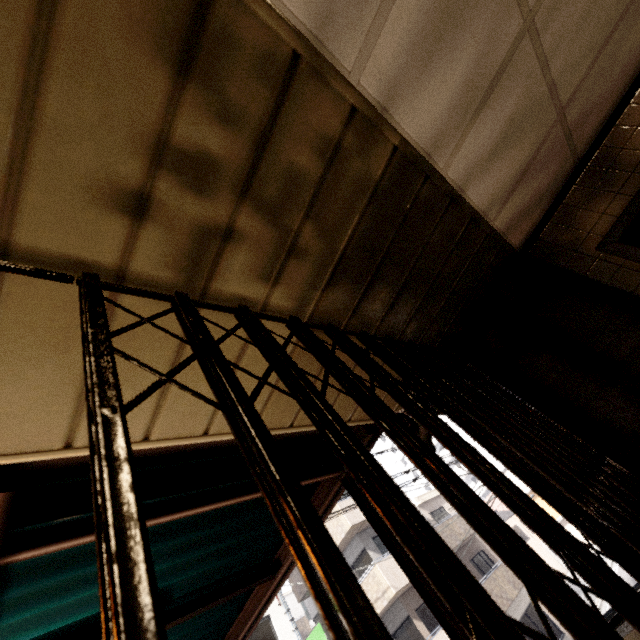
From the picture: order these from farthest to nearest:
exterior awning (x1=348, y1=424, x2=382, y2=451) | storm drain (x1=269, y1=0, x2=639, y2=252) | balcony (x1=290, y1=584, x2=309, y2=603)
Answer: balcony (x1=290, y1=584, x2=309, y2=603)
exterior awning (x1=348, y1=424, x2=382, y2=451)
storm drain (x1=269, y1=0, x2=639, y2=252)

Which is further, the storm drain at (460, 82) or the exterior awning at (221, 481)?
the exterior awning at (221, 481)

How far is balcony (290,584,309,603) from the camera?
16.78m

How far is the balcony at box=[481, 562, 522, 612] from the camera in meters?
15.4 m

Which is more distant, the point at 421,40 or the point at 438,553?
the point at 421,40

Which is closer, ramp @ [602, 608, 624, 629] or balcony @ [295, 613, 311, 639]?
ramp @ [602, 608, 624, 629]

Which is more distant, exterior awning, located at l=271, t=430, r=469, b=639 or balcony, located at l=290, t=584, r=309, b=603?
balcony, located at l=290, t=584, r=309, b=603

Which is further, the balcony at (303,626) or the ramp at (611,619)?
the balcony at (303,626)
